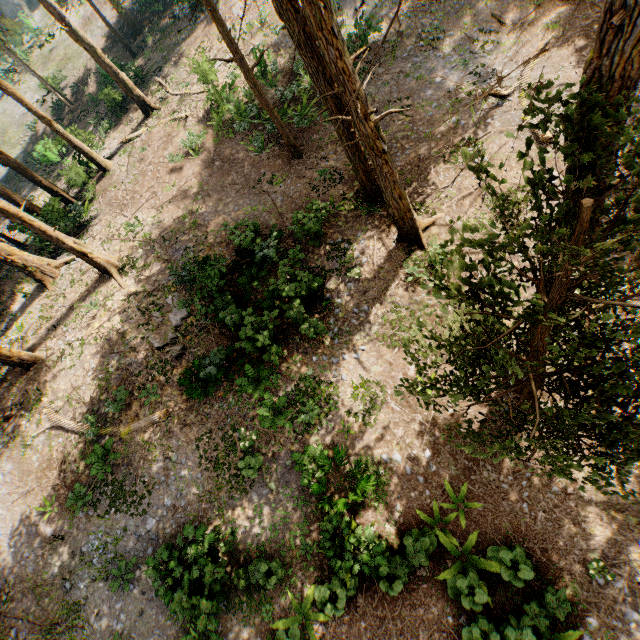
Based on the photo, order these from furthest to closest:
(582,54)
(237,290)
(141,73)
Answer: (141,73) < (237,290) < (582,54)

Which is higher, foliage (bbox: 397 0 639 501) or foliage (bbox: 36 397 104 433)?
foliage (bbox: 397 0 639 501)

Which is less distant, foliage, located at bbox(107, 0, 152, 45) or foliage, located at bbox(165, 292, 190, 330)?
foliage, located at bbox(107, 0, 152, 45)

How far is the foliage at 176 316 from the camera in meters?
15.9 m

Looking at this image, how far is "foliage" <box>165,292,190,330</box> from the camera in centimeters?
1587cm

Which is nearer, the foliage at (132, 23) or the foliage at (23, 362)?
the foliage at (132, 23)

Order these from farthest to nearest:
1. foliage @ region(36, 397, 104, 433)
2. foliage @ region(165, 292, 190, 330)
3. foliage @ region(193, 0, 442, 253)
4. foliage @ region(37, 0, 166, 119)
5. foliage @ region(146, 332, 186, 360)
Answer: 1. foliage @ region(37, 0, 166, 119)
2. foliage @ region(165, 292, 190, 330)
3. foliage @ region(146, 332, 186, 360)
4. foliage @ region(36, 397, 104, 433)
5. foliage @ region(193, 0, 442, 253)
